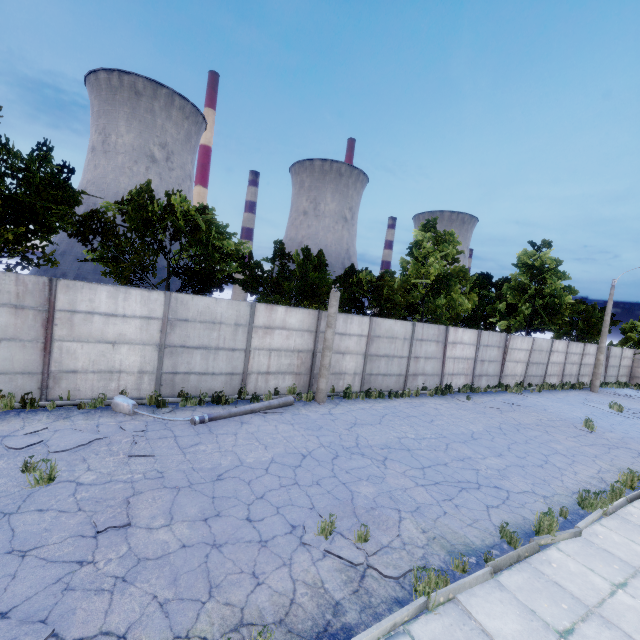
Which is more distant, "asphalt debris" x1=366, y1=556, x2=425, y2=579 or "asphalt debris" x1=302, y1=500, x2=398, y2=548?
"asphalt debris" x1=302, y1=500, x2=398, y2=548

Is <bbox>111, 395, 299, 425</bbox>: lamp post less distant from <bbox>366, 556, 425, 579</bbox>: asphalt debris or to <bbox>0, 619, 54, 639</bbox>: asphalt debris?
<bbox>366, 556, 425, 579</bbox>: asphalt debris

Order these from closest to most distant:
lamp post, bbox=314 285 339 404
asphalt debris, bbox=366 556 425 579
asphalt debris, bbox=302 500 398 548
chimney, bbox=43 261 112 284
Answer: asphalt debris, bbox=366 556 425 579 → asphalt debris, bbox=302 500 398 548 → lamp post, bbox=314 285 339 404 → chimney, bbox=43 261 112 284

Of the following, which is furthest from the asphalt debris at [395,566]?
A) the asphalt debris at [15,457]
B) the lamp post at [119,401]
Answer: the lamp post at [119,401]

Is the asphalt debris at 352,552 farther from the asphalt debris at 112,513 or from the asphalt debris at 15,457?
the asphalt debris at 15,457

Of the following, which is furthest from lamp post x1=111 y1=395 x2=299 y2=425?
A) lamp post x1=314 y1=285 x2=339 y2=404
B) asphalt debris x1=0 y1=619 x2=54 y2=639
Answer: asphalt debris x1=0 y1=619 x2=54 y2=639

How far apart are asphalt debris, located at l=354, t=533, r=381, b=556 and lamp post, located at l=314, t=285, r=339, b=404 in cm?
648

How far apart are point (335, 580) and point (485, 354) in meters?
18.7 m
